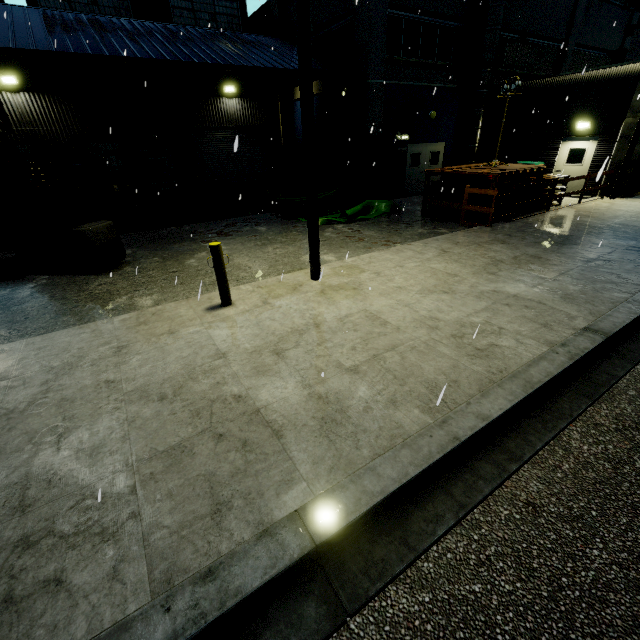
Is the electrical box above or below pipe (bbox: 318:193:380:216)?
above

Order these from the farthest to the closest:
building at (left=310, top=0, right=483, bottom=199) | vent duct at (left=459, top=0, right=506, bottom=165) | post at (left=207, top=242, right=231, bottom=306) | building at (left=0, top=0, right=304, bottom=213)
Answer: vent duct at (left=459, top=0, right=506, bottom=165) < building at (left=310, top=0, right=483, bottom=199) < building at (left=0, top=0, right=304, bottom=213) < post at (left=207, top=242, right=231, bottom=306)

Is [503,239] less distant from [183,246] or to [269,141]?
[183,246]

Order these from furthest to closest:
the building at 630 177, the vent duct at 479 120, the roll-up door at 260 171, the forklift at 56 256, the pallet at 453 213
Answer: the roll-up door at 260 171, the vent duct at 479 120, the building at 630 177, the pallet at 453 213, the forklift at 56 256

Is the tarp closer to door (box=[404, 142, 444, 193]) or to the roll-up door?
door (box=[404, 142, 444, 193])

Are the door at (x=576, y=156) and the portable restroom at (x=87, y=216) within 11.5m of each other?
no

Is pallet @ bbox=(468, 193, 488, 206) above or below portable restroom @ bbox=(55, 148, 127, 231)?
below

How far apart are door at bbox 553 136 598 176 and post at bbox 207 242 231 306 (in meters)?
17.77
